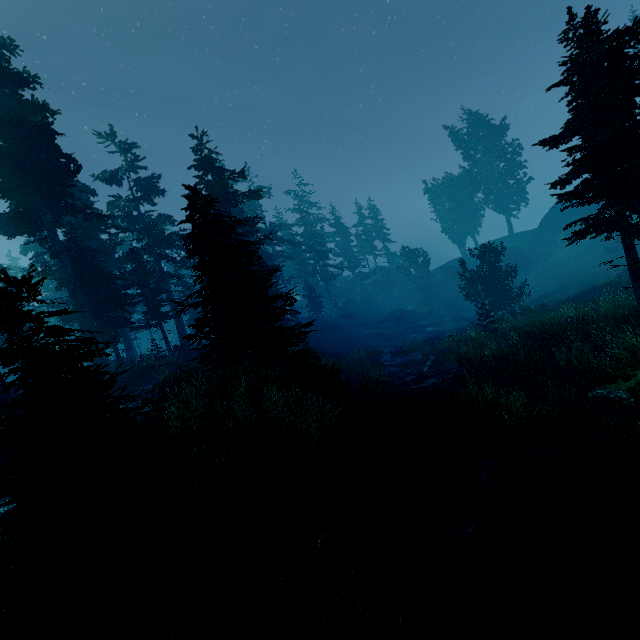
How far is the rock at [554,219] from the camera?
41.5 meters

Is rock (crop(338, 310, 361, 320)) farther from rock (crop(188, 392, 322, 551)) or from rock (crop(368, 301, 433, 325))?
rock (crop(188, 392, 322, 551))

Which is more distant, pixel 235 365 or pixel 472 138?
pixel 472 138

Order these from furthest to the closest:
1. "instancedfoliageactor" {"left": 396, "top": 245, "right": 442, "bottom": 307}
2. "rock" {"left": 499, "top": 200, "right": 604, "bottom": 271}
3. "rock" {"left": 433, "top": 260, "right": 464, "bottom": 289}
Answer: "rock" {"left": 433, "top": 260, "right": 464, "bottom": 289}, "instancedfoliageactor" {"left": 396, "top": 245, "right": 442, "bottom": 307}, "rock" {"left": 499, "top": 200, "right": 604, "bottom": 271}

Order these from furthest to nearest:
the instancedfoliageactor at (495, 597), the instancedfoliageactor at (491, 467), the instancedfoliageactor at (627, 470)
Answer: the instancedfoliageactor at (491, 467) < the instancedfoliageactor at (627, 470) < the instancedfoliageactor at (495, 597)

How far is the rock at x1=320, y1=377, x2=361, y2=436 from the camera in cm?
1041

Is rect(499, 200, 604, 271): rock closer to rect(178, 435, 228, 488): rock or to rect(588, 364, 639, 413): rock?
rect(588, 364, 639, 413): rock

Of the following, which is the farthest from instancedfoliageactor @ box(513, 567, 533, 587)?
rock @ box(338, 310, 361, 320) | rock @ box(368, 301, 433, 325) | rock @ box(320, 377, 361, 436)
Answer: rock @ box(368, 301, 433, 325)
